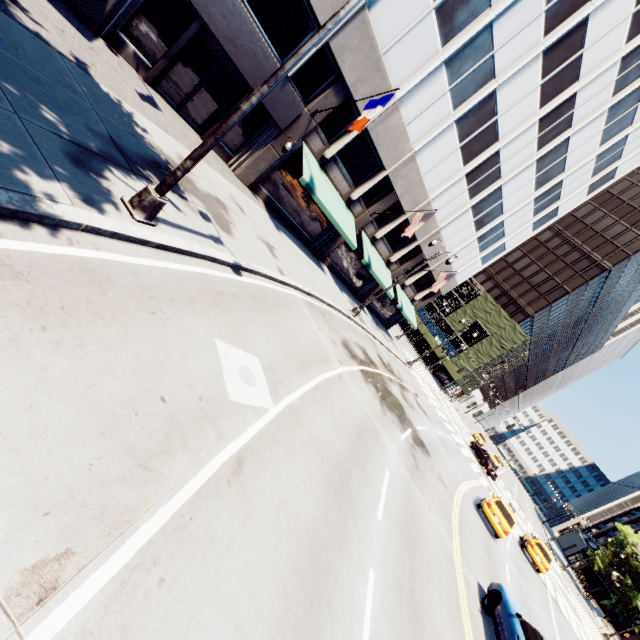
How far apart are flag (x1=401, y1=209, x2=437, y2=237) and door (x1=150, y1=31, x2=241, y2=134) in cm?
1087

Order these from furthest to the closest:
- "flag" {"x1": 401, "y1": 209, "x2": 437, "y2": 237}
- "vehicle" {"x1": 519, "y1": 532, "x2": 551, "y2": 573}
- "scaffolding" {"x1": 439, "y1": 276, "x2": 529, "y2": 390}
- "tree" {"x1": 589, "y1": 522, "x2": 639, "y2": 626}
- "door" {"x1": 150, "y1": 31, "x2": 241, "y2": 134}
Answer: "scaffolding" {"x1": 439, "y1": 276, "x2": 529, "y2": 390}, "tree" {"x1": 589, "y1": 522, "x2": 639, "y2": 626}, "vehicle" {"x1": 519, "y1": 532, "x2": 551, "y2": 573}, "flag" {"x1": 401, "y1": 209, "x2": 437, "y2": 237}, "door" {"x1": 150, "y1": 31, "x2": 241, "y2": 134}

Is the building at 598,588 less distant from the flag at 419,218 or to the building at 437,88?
the building at 437,88

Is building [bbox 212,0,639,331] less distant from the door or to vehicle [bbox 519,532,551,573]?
the door

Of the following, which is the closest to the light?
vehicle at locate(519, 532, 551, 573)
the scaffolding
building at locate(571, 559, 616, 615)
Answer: vehicle at locate(519, 532, 551, 573)

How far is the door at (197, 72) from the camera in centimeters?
1314cm

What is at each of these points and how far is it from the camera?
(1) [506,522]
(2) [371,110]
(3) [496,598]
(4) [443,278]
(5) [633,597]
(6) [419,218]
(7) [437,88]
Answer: (1) vehicle, 17.83m
(2) flag, 13.89m
(3) vehicle, 9.97m
(4) flag, 26.75m
(5) tree, 39.41m
(6) flag, 20.33m
(7) building, 17.33m

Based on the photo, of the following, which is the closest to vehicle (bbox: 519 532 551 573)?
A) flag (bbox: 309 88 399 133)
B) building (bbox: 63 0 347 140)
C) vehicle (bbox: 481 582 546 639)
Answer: vehicle (bbox: 481 582 546 639)
